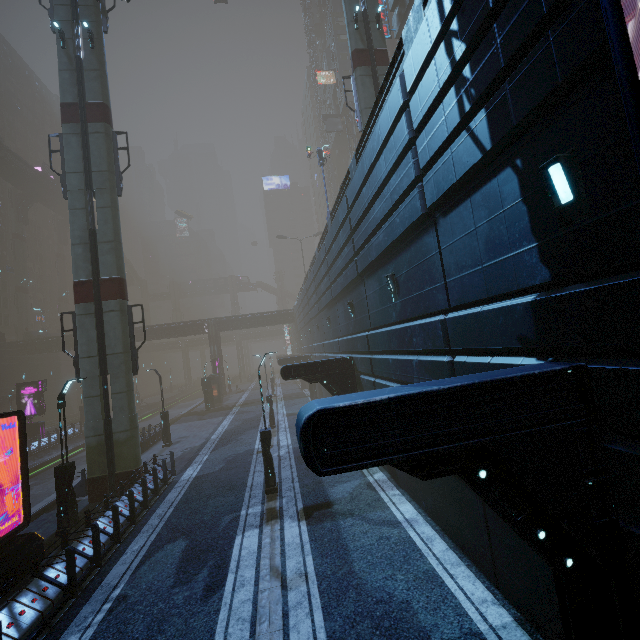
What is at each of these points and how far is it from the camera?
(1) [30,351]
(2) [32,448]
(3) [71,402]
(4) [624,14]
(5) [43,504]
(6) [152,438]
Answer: (1) building, 45.47m
(2) building, 27.20m
(3) building, 55.47m
(4) sign, 2.77m
(5) train rail, 16.14m
(6) building, 24.12m

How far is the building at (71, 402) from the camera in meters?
54.3 m

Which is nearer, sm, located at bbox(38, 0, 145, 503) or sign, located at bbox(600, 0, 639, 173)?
sign, located at bbox(600, 0, 639, 173)

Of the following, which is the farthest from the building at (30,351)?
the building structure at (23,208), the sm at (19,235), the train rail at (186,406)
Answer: the building structure at (23,208)

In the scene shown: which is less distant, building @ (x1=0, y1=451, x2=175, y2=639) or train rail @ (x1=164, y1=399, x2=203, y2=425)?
building @ (x1=0, y1=451, x2=175, y2=639)

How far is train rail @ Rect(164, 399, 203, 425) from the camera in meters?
38.7 m

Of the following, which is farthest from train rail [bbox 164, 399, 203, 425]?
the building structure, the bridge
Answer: the bridge
